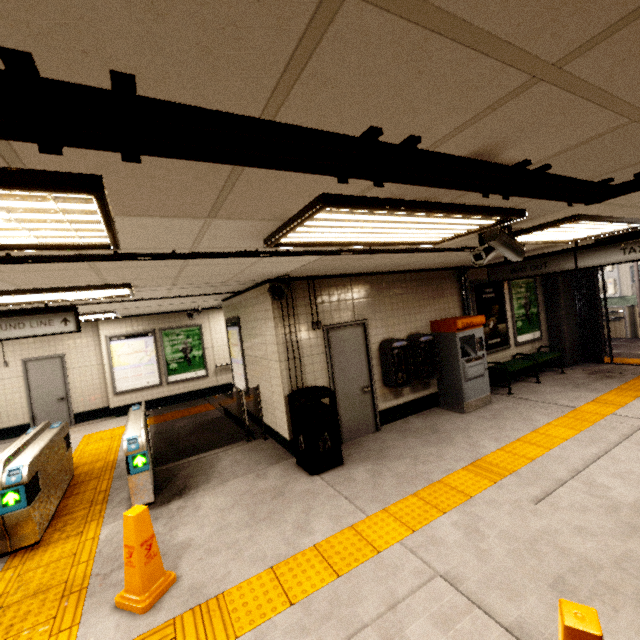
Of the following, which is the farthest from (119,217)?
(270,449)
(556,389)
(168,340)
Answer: (168,340)

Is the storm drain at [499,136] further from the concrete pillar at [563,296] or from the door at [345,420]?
the concrete pillar at [563,296]

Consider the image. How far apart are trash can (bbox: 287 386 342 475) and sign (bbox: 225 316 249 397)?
2.2 meters

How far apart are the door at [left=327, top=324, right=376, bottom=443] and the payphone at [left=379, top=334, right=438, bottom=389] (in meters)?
0.32

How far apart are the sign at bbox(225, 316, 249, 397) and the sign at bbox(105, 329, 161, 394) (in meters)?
3.36

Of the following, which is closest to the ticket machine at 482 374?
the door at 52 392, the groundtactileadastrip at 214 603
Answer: the groundtactileadastrip at 214 603

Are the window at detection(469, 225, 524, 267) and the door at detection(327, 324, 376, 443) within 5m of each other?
yes

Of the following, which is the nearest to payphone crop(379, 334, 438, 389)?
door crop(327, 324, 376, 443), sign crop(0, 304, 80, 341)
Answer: door crop(327, 324, 376, 443)
